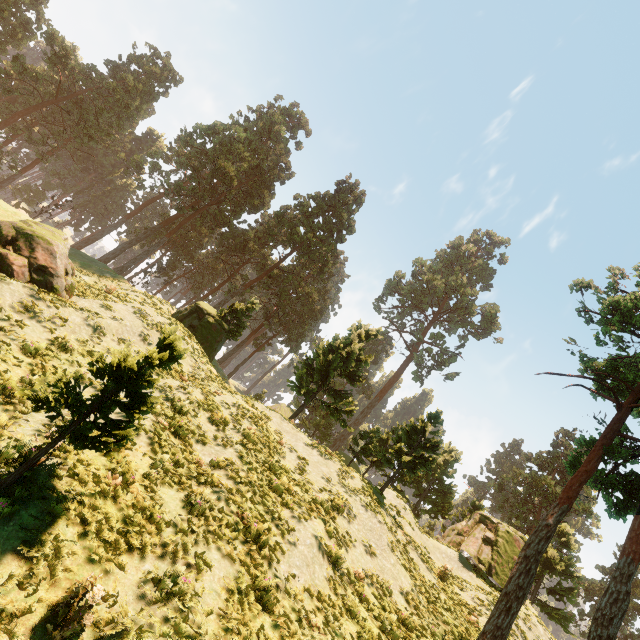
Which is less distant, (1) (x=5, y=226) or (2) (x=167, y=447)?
(2) (x=167, y=447)

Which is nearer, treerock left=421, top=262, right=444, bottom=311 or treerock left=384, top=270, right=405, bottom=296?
treerock left=421, top=262, right=444, bottom=311

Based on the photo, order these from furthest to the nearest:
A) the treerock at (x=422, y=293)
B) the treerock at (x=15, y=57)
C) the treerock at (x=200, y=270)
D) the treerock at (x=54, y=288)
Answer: the treerock at (x=200, y=270), the treerock at (x=422, y=293), the treerock at (x=15, y=57), the treerock at (x=54, y=288)

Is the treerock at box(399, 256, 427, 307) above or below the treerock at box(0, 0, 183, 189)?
above

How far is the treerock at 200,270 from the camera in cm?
5772

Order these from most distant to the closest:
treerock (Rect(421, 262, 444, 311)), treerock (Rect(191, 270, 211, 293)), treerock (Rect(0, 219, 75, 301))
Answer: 1. treerock (Rect(191, 270, 211, 293))
2. treerock (Rect(421, 262, 444, 311))
3. treerock (Rect(0, 219, 75, 301))
